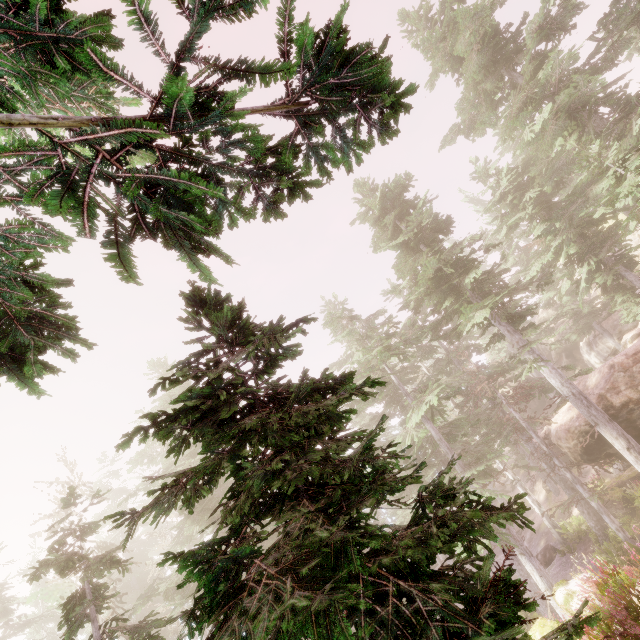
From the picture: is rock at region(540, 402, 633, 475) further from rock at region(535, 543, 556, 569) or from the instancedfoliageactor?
rock at region(535, 543, 556, 569)

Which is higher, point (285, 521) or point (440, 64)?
point (440, 64)

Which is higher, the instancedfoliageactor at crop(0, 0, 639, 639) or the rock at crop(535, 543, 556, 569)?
the instancedfoliageactor at crop(0, 0, 639, 639)

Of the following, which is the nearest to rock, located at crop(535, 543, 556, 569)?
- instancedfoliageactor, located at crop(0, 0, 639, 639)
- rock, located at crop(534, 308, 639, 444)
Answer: instancedfoliageactor, located at crop(0, 0, 639, 639)

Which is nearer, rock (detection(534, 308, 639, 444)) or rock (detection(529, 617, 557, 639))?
rock (detection(529, 617, 557, 639))

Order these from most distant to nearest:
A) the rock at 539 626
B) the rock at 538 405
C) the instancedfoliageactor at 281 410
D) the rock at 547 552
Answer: the rock at 538 405 < the rock at 547 552 < the rock at 539 626 < the instancedfoliageactor at 281 410

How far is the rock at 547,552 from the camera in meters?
23.7

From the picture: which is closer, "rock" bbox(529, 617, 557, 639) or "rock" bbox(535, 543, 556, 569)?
"rock" bbox(529, 617, 557, 639)
